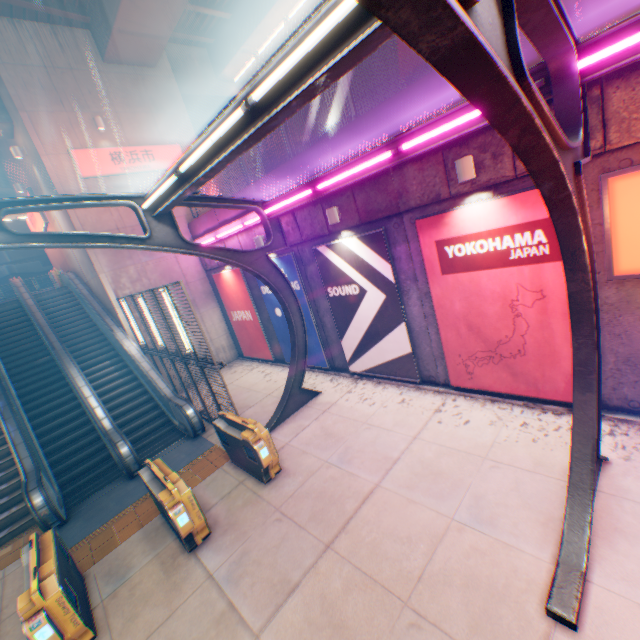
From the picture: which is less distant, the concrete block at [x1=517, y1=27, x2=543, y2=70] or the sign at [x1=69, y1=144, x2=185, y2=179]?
the concrete block at [x1=517, y1=27, x2=543, y2=70]

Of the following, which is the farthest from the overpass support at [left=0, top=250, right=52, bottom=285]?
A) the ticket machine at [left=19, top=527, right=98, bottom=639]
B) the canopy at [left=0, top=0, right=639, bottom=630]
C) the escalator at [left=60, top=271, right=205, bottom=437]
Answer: the ticket machine at [left=19, top=527, right=98, bottom=639]

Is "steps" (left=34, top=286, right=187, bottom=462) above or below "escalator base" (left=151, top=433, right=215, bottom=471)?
above

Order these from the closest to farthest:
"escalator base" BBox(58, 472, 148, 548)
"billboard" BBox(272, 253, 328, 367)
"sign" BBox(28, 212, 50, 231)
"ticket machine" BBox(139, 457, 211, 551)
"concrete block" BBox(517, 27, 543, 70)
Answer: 1. "concrete block" BBox(517, 27, 543, 70)
2. "ticket machine" BBox(139, 457, 211, 551)
3. "escalator base" BBox(58, 472, 148, 548)
4. "billboard" BBox(272, 253, 328, 367)
5. "sign" BBox(28, 212, 50, 231)

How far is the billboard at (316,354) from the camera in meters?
10.9 m

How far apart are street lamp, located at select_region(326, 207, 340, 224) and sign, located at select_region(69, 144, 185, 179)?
9.98m

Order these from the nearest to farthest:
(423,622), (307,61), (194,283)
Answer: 1. (307,61)
2. (423,622)
3. (194,283)

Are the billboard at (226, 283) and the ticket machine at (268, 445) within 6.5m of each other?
yes
